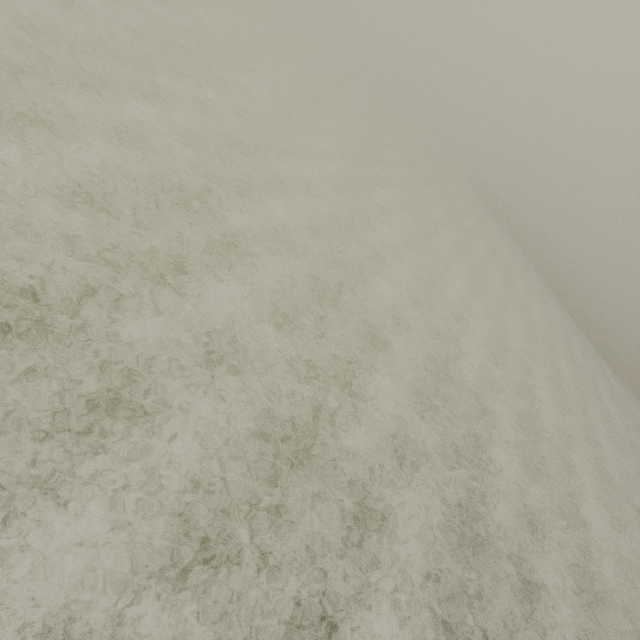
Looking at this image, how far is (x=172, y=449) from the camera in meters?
5.5
